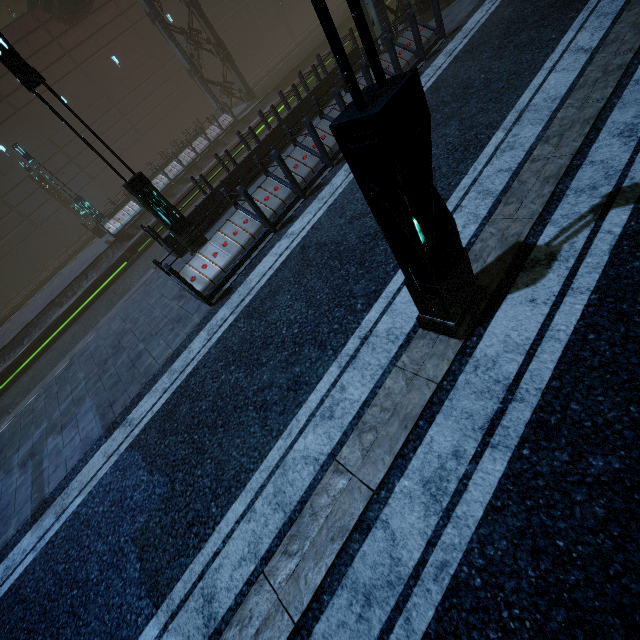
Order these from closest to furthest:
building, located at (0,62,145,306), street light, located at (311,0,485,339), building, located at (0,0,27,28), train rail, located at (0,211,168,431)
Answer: street light, located at (311,0,485,339)
train rail, located at (0,211,168,431)
building, located at (0,62,145,306)
building, located at (0,0,27,28)

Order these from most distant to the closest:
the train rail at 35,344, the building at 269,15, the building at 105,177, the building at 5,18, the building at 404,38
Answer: the building at 5,18 → the building at 105,177 → the building at 269,15 → the train rail at 35,344 → the building at 404,38

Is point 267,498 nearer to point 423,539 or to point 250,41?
point 423,539

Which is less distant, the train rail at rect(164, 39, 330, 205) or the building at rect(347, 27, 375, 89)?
the building at rect(347, 27, 375, 89)

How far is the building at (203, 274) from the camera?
7.3m

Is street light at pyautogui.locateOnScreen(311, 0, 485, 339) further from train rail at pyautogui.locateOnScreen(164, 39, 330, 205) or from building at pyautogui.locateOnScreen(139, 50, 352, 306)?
train rail at pyautogui.locateOnScreen(164, 39, 330, 205)

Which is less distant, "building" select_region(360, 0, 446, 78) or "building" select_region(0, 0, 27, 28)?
"building" select_region(360, 0, 446, 78)

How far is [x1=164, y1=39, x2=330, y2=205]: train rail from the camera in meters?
18.8 m
